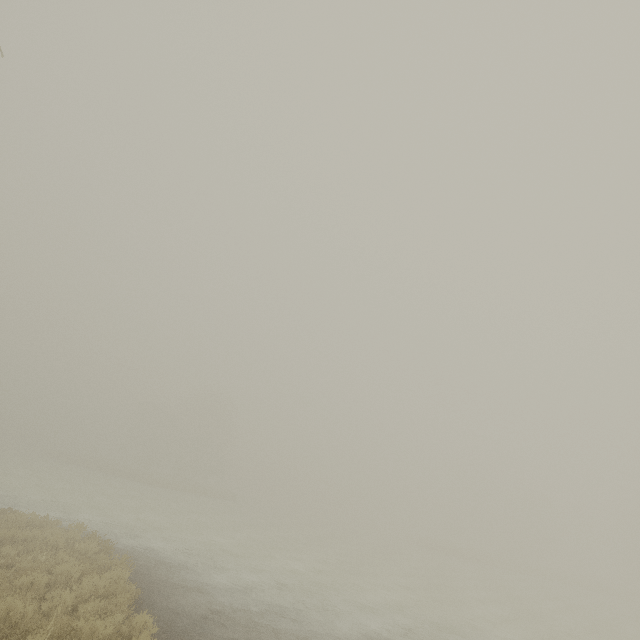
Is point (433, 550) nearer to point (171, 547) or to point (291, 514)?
point (291, 514)
